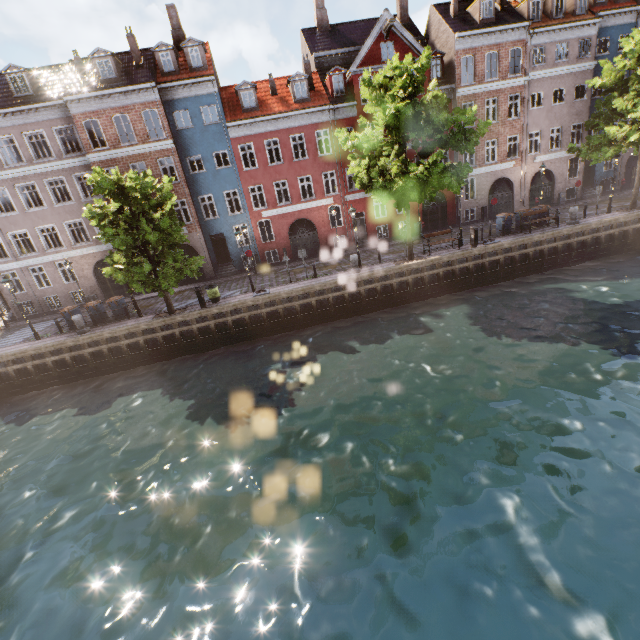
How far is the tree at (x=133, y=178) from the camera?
15.5 meters

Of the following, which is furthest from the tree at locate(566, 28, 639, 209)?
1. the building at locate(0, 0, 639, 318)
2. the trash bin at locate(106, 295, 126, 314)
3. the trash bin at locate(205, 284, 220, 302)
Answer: the building at locate(0, 0, 639, 318)

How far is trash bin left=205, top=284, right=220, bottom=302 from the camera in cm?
1919

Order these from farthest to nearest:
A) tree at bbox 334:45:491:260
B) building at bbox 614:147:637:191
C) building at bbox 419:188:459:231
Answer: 1. building at bbox 614:147:637:191
2. building at bbox 419:188:459:231
3. tree at bbox 334:45:491:260

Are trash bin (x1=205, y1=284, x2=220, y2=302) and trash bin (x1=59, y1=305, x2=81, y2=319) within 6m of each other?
no

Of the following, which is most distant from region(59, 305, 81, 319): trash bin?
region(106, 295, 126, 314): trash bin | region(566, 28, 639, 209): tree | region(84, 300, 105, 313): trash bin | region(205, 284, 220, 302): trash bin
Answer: region(205, 284, 220, 302): trash bin

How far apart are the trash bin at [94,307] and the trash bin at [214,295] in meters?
6.7 m

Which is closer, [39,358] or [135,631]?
[135,631]
